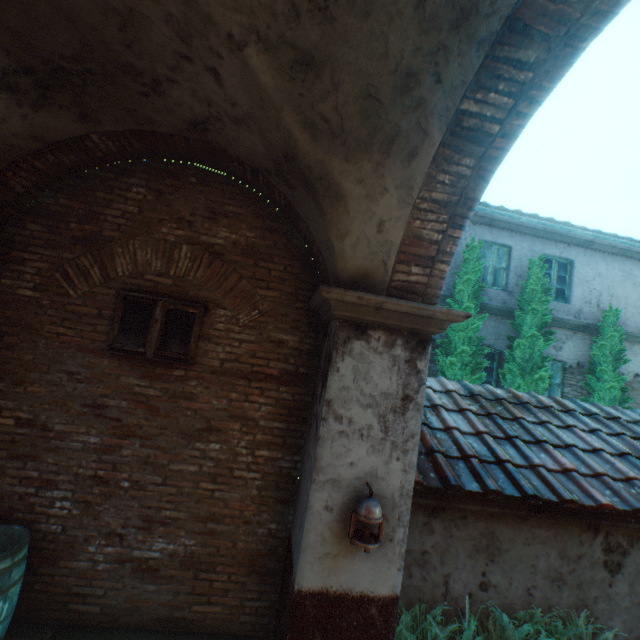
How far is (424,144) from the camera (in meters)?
2.56

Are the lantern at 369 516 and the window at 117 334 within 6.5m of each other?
yes

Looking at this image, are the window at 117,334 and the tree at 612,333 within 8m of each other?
no

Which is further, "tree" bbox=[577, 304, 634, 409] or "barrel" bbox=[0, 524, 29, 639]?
"tree" bbox=[577, 304, 634, 409]

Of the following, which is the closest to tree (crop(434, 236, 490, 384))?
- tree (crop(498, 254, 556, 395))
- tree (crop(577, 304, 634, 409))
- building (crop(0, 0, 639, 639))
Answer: tree (crop(498, 254, 556, 395))

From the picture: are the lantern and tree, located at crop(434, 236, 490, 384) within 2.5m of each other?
no

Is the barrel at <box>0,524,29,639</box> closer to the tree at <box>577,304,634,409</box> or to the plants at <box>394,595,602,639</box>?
the plants at <box>394,595,602,639</box>

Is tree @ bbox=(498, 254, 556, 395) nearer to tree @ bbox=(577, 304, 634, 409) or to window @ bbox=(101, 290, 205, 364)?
tree @ bbox=(577, 304, 634, 409)
